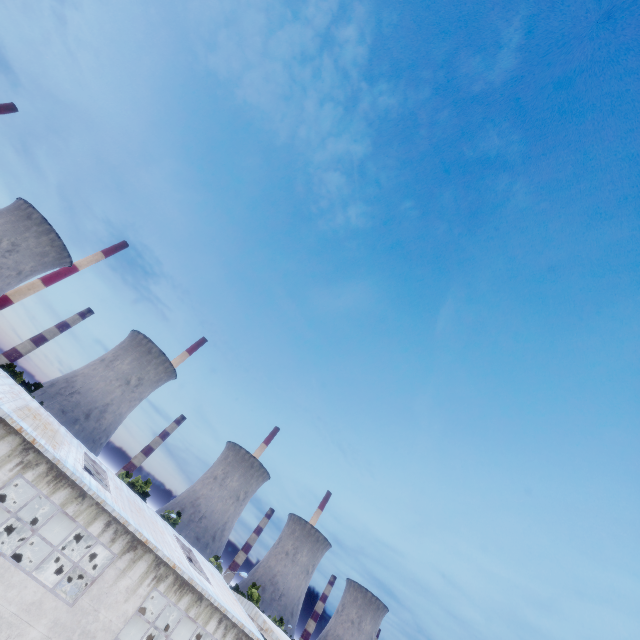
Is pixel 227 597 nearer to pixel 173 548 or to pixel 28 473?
pixel 173 548
